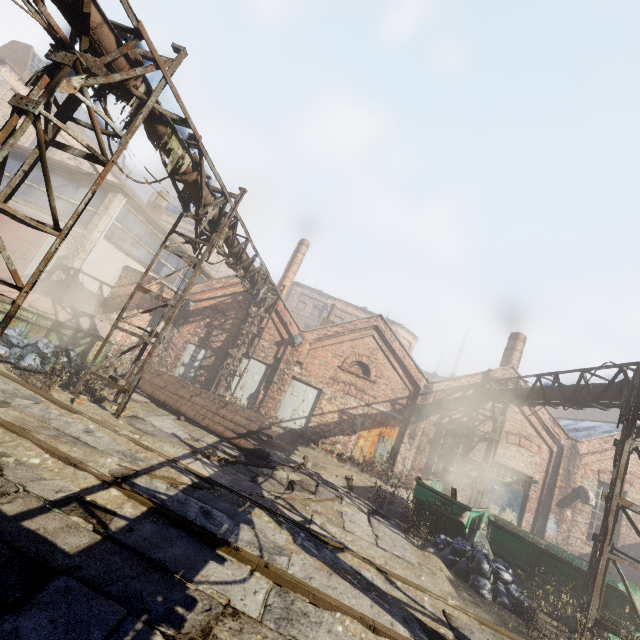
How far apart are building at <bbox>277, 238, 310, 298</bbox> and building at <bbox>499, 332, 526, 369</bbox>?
15.0 meters

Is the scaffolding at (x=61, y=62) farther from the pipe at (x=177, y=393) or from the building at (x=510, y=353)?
the building at (x=510, y=353)

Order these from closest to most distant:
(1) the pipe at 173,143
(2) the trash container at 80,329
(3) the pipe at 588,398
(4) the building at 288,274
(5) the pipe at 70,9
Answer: (5) the pipe at 70,9 < (1) the pipe at 173,143 < (3) the pipe at 588,398 < (2) the trash container at 80,329 < (4) the building at 288,274

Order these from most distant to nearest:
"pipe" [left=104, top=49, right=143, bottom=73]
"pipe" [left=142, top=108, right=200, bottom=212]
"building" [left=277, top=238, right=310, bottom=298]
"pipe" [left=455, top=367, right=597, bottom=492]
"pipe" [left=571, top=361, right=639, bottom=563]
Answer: "building" [left=277, top=238, right=310, bottom=298]
"pipe" [left=455, top=367, right=597, bottom=492]
"pipe" [left=571, top=361, right=639, bottom=563]
"pipe" [left=142, top=108, right=200, bottom=212]
"pipe" [left=104, top=49, right=143, bottom=73]

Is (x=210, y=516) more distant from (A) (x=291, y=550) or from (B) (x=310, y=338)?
(B) (x=310, y=338)

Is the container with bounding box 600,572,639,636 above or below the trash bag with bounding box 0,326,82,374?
above

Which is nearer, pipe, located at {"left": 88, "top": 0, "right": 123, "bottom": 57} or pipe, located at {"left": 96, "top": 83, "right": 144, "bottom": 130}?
pipe, located at {"left": 88, "top": 0, "right": 123, "bottom": 57}

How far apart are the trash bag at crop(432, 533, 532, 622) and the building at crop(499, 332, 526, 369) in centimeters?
1069cm
